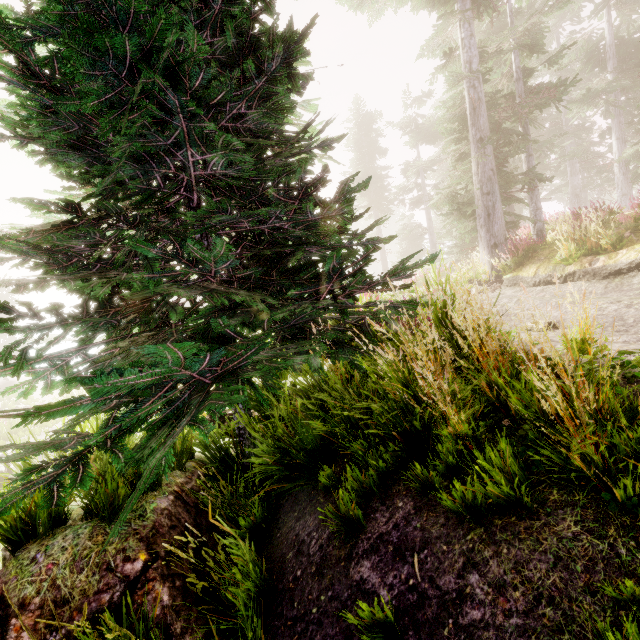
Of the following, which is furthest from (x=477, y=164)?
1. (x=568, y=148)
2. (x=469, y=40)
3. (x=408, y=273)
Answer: (x=568, y=148)

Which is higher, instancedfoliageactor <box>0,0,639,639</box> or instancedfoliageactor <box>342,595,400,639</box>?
instancedfoliageactor <box>0,0,639,639</box>

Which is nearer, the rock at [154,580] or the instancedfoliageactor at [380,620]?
the instancedfoliageactor at [380,620]

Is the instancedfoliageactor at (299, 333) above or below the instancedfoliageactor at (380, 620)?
above

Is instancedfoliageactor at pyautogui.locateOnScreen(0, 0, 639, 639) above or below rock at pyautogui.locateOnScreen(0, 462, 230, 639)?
above

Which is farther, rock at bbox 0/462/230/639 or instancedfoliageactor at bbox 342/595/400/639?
rock at bbox 0/462/230/639
